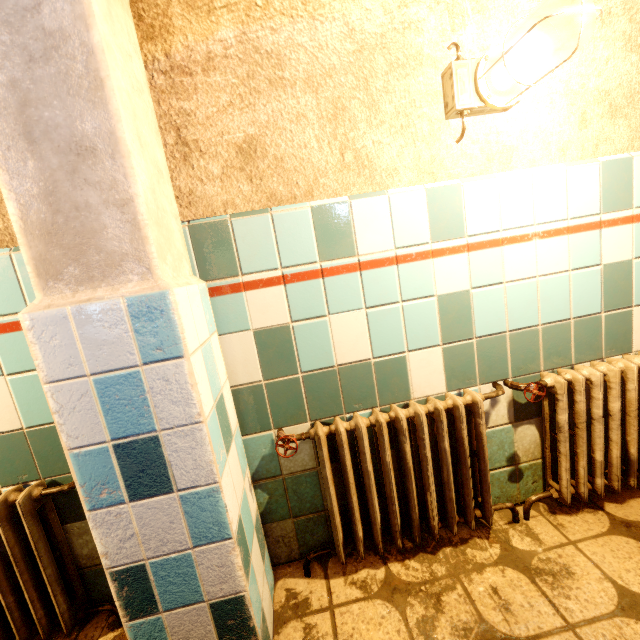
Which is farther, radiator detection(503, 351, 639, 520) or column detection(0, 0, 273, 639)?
Answer: radiator detection(503, 351, 639, 520)

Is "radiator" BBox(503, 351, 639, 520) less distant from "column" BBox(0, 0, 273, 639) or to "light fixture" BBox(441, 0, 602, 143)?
"column" BBox(0, 0, 273, 639)

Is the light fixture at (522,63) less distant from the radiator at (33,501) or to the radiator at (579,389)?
the radiator at (579,389)

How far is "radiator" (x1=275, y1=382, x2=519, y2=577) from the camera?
1.2 meters

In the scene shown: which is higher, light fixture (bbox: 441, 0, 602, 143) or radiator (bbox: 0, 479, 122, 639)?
light fixture (bbox: 441, 0, 602, 143)

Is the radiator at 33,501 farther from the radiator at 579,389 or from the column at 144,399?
the radiator at 579,389

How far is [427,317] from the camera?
1.32m

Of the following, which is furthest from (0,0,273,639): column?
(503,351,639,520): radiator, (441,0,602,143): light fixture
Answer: (441,0,602,143): light fixture
